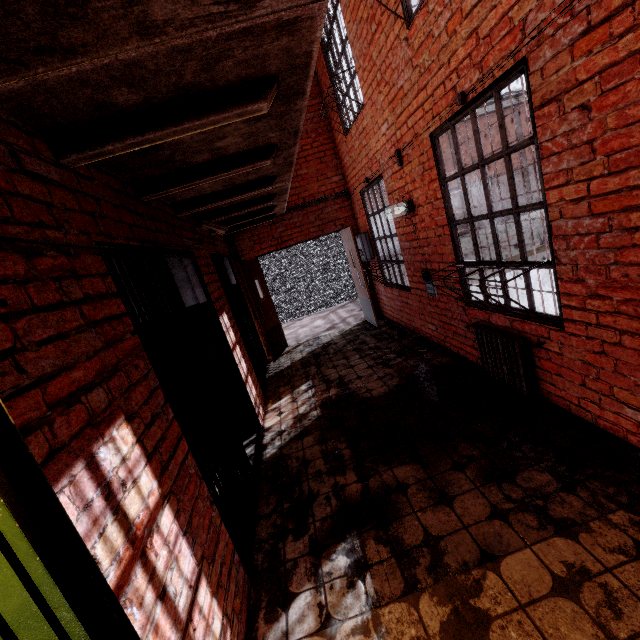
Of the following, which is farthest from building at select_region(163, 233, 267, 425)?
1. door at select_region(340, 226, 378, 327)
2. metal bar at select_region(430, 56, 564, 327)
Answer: door at select_region(340, 226, 378, 327)

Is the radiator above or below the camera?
below

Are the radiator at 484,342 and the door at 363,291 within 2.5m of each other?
no

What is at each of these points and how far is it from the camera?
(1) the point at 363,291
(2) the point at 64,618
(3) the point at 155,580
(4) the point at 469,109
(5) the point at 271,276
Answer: (1) door, 7.0 meters
(2) building, 1.2 meters
(3) building, 1.3 meters
(4) metal bar, 2.8 meters
(5) cage, 10.2 meters

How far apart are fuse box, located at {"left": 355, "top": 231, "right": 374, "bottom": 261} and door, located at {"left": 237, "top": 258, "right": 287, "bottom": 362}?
2.22m

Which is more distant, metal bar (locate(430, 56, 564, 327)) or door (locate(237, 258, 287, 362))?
door (locate(237, 258, 287, 362))

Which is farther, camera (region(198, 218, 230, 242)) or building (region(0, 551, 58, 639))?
camera (region(198, 218, 230, 242))

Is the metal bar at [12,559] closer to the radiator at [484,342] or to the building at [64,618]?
the building at [64,618]
